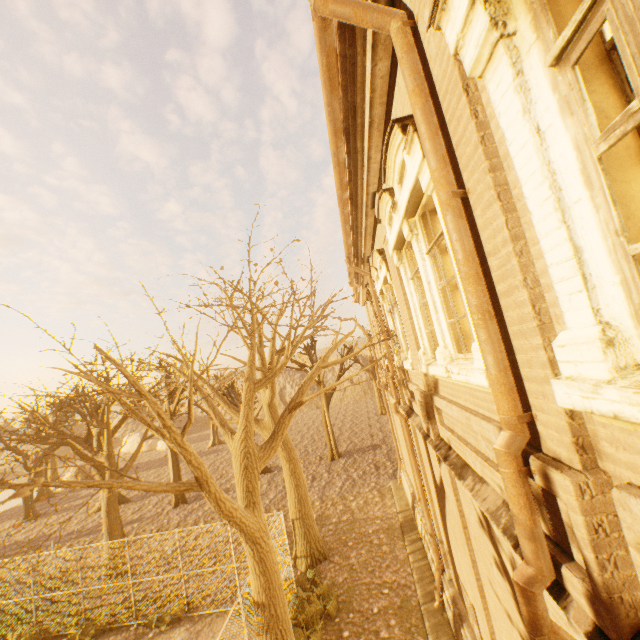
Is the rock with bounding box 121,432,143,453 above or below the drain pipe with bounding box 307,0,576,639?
below

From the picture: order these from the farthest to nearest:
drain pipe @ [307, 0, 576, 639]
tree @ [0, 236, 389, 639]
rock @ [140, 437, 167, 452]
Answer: rock @ [140, 437, 167, 452] < tree @ [0, 236, 389, 639] < drain pipe @ [307, 0, 576, 639]

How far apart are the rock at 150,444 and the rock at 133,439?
0.7m

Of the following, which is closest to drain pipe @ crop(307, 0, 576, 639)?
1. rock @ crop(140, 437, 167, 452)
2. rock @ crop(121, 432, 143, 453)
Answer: rock @ crop(140, 437, 167, 452)

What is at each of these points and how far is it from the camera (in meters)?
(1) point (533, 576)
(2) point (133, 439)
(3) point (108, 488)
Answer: (1) drain pipe, 1.99
(2) rock, 53.31
(3) tree, 4.55

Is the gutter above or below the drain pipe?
above

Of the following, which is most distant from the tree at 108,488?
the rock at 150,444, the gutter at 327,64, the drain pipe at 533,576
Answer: the rock at 150,444

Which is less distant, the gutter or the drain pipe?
the drain pipe
